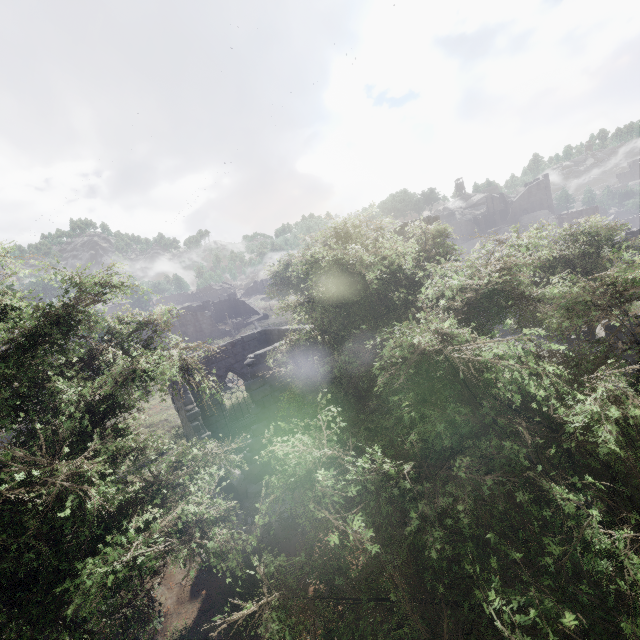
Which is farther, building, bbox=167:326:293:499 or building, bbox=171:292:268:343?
building, bbox=171:292:268:343

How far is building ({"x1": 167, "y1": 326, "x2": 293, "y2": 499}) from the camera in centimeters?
1177cm

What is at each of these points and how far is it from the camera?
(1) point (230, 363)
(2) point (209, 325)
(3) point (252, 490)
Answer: (1) building, 17.1 meters
(2) building, 46.4 meters
(3) rubble, 11.4 meters

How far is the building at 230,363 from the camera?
11.77m

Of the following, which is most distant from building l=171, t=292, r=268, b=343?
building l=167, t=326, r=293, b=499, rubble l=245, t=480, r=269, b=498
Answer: rubble l=245, t=480, r=269, b=498

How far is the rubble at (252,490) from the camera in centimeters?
1135cm
